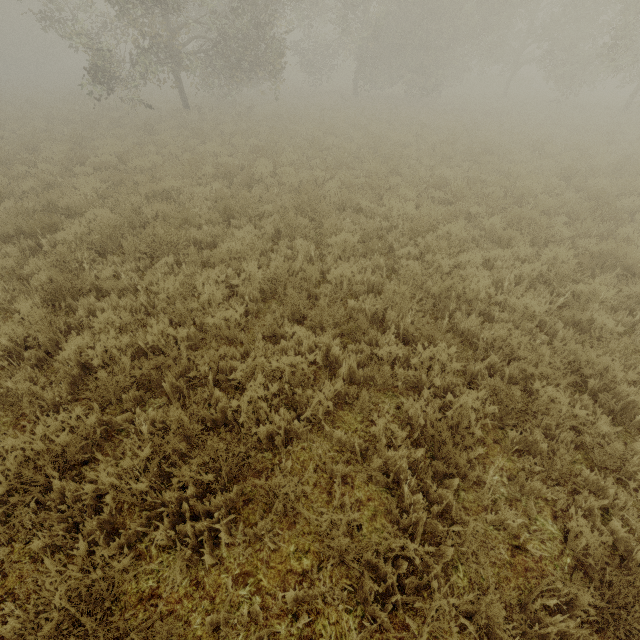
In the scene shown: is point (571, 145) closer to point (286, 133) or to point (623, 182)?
point (623, 182)
